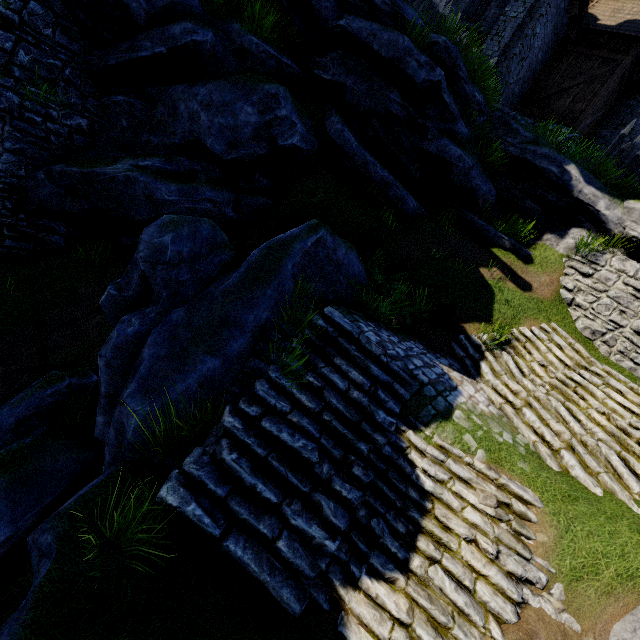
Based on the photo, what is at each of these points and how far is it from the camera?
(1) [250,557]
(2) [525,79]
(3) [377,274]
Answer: (1) stairs, 3.8 meters
(2) building, 15.0 meters
(3) bush, 8.4 meters

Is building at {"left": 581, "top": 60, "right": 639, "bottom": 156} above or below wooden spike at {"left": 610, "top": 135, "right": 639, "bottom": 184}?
above

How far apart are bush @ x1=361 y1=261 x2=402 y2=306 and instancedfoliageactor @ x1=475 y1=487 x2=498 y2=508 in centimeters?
453cm

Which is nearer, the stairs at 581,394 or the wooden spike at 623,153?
the stairs at 581,394

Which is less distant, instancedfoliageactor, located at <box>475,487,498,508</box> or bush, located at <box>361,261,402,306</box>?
instancedfoliageactor, located at <box>475,487,498,508</box>

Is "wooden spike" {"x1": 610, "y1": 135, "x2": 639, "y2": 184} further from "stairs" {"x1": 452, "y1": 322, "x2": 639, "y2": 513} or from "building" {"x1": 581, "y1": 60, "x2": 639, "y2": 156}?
"stairs" {"x1": 452, "y1": 322, "x2": 639, "y2": 513}

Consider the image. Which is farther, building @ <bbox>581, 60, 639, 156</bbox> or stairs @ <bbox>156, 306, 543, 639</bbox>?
building @ <bbox>581, 60, 639, 156</bbox>

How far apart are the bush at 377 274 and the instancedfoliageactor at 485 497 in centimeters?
453cm
